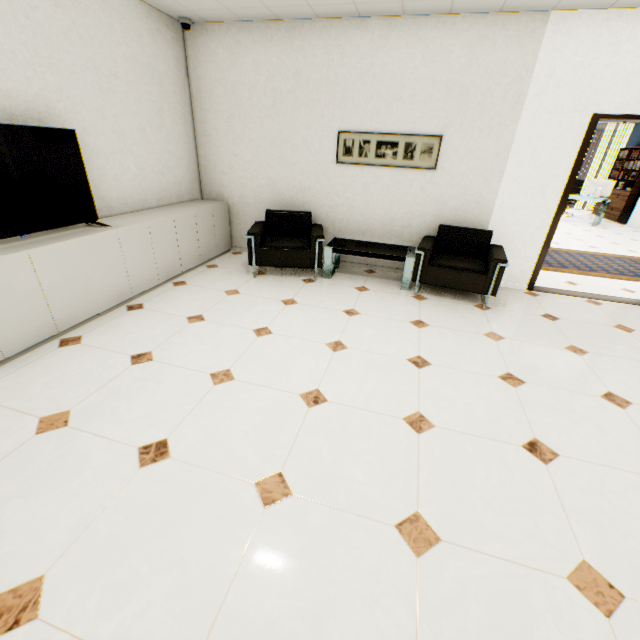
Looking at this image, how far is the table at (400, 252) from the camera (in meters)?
4.18

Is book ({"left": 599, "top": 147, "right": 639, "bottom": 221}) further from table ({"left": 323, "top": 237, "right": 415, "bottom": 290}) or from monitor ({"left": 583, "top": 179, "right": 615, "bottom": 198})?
table ({"left": 323, "top": 237, "right": 415, "bottom": 290})

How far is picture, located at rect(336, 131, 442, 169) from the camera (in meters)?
4.13

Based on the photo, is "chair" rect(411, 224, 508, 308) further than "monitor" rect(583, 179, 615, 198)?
No

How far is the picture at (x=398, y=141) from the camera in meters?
4.1 m

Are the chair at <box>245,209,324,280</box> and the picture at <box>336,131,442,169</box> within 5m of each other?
yes

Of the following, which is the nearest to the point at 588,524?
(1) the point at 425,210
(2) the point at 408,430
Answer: (2) the point at 408,430

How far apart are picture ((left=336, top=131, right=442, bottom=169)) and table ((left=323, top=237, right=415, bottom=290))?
1.03m
